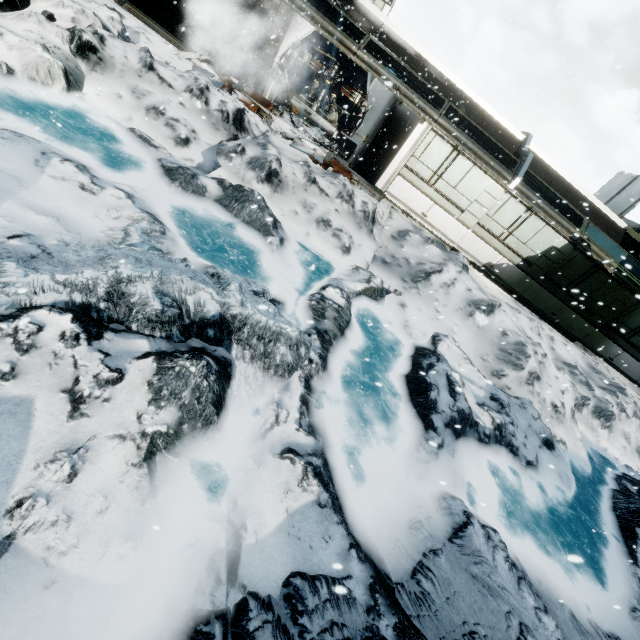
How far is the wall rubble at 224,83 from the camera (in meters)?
10.55

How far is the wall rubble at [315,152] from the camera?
10.8m

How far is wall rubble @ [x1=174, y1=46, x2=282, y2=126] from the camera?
10.55m

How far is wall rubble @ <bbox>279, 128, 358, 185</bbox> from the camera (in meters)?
10.76

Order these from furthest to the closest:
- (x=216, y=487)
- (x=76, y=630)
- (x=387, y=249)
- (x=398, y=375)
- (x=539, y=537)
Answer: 1. (x=387, y=249)
2. (x=398, y=375)
3. (x=539, y=537)
4. (x=216, y=487)
5. (x=76, y=630)
